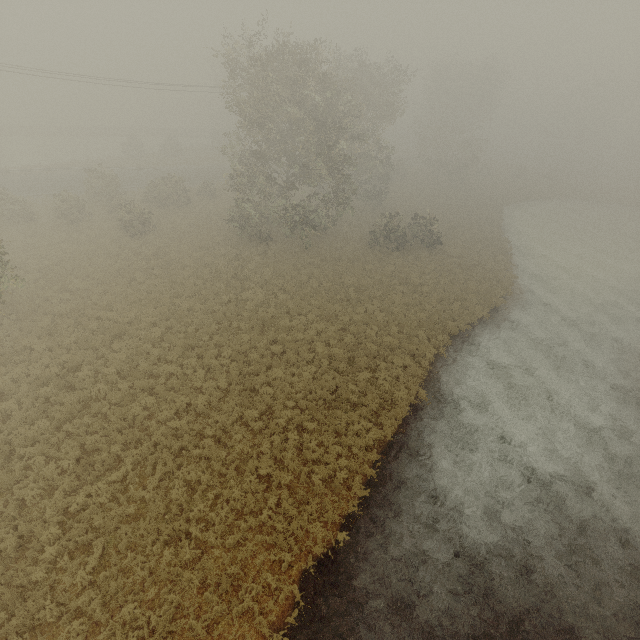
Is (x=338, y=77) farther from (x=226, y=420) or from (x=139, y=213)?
(x=226, y=420)
